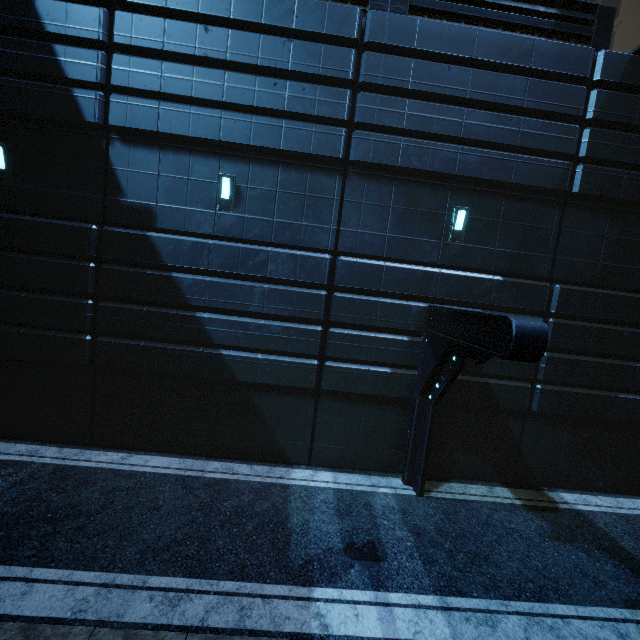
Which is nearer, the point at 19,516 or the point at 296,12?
the point at 19,516
